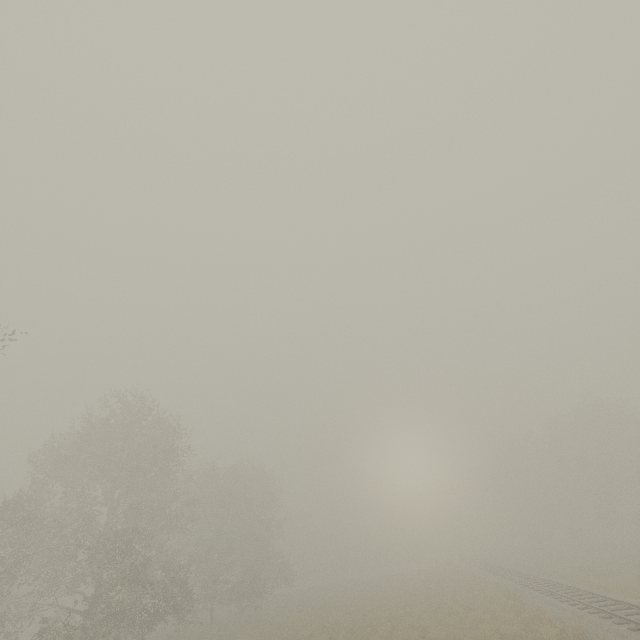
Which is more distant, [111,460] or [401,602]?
[401,602]
